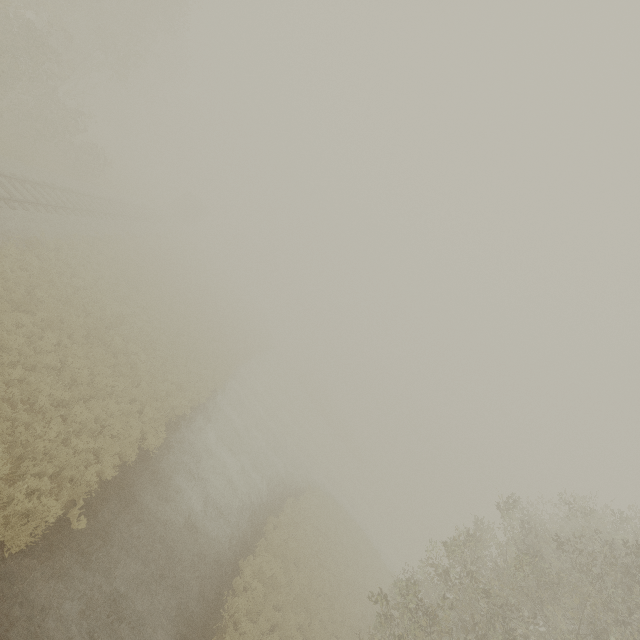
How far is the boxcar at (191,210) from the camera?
49.72m

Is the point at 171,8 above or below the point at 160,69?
above

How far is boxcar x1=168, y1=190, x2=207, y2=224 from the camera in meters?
49.7
